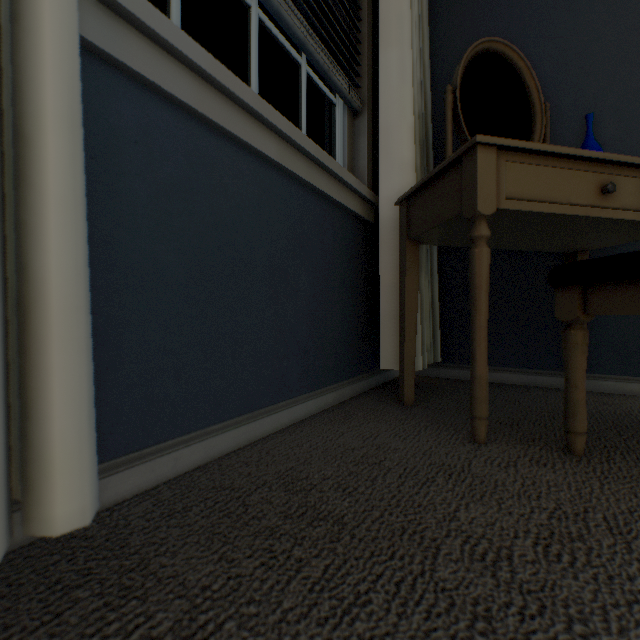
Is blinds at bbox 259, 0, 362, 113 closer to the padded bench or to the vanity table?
the vanity table

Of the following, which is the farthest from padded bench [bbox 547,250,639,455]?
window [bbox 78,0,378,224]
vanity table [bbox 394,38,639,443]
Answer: window [bbox 78,0,378,224]

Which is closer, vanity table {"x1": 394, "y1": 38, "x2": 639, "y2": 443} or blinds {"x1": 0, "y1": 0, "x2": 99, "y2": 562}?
blinds {"x1": 0, "y1": 0, "x2": 99, "y2": 562}

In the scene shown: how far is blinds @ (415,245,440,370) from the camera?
1.2 meters

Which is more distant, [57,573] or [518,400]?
[518,400]

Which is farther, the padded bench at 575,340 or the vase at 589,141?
the vase at 589,141

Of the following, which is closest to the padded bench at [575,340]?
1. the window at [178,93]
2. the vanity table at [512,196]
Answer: the vanity table at [512,196]

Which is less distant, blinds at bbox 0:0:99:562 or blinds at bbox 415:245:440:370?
blinds at bbox 0:0:99:562
